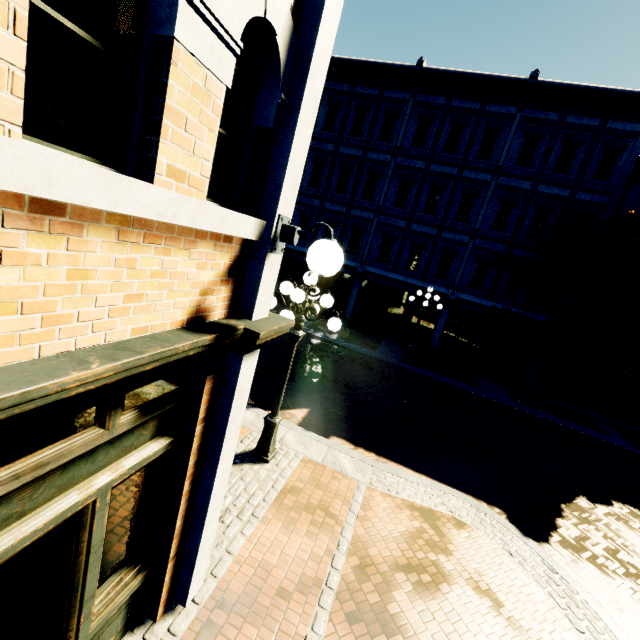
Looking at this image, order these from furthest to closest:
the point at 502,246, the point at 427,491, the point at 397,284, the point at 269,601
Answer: the point at 397,284 < the point at 502,246 < the point at 427,491 < the point at 269,601

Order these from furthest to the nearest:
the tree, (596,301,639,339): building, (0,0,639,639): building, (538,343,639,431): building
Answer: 1. (538,343,639,431): building
2. (596,301,639,339): building
3. the tree
4. (0,0,639,639): building

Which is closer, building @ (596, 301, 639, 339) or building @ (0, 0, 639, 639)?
building @ (0, 0, 639, 639)

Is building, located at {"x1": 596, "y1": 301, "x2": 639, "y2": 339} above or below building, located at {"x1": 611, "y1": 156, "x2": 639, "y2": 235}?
below

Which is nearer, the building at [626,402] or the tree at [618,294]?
the tree at [618,294]

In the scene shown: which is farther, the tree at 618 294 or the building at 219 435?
the tree at 618 294

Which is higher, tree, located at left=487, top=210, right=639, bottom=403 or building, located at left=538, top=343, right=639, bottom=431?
tree, located at left=487, top=210, right=639, bottom=403
